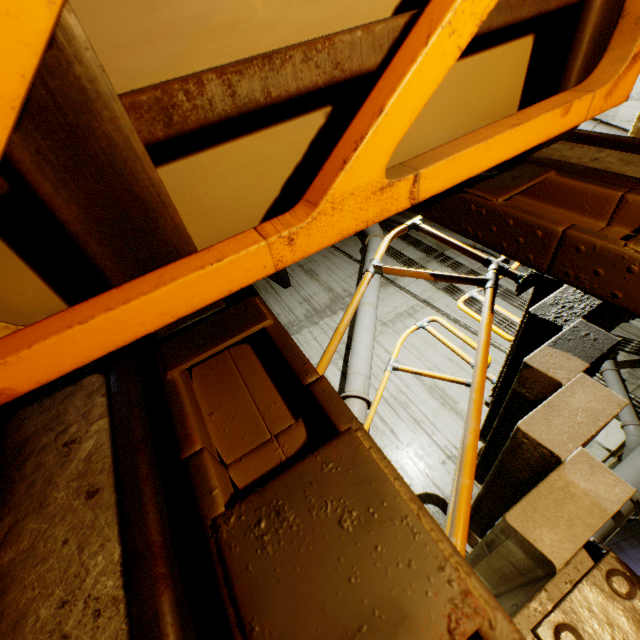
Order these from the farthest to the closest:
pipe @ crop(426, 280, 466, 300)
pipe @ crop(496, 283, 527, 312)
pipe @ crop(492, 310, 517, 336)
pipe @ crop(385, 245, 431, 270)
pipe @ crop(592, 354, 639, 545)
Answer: pipe @ crop(385, 245, 431, 270)
pipe @ crop(426, 280, 466, 300)
pipe @ crop(496, 283, 527, 312)
pipe @ crop(492, 310, 517, 336)
pipe @ crop(592, 354, 639, 545)

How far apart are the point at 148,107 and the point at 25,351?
0.6 meters

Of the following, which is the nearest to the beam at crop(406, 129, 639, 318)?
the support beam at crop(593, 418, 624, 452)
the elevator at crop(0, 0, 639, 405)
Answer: the elevator at crop(0, 0, 639, 405)

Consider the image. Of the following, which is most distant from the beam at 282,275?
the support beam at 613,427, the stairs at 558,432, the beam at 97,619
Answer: the support beam at 613,427

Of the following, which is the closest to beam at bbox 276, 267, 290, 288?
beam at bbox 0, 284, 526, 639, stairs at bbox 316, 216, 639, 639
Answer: stairs at bbox 316, 216, 639, 639

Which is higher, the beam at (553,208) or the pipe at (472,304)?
the pipe at (472,304)

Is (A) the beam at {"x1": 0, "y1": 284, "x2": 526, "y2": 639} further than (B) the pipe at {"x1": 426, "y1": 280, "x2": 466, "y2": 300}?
No
